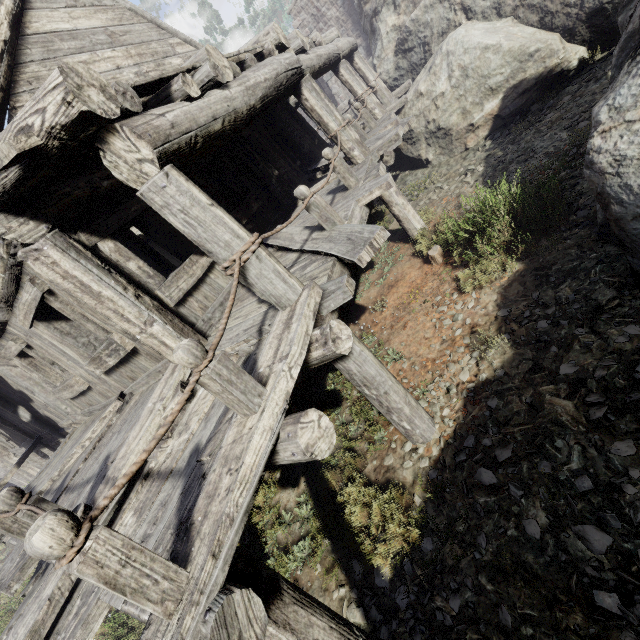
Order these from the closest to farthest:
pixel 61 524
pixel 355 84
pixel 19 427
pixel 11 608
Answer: pixel 61 524 → pixel 355 84 → pixel 19 427 → pixel 11 608

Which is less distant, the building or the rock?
the building

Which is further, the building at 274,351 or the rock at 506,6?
the rock at 506,6
